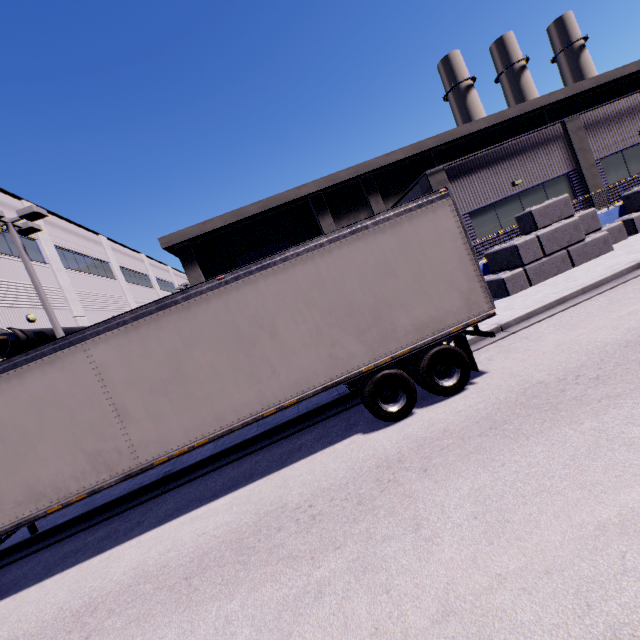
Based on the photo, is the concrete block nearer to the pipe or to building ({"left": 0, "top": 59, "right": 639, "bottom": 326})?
building ({"left": 0, "top": 59, "right": 639, "bottom": 326})

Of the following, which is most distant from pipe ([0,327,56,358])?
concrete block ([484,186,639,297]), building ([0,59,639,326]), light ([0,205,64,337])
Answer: concrete block ([484,186,639,297])

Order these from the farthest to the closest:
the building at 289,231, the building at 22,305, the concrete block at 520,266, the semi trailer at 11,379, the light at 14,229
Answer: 1. the building at 289,231
2. the building at 22,305
3. the concrete block at 520,266
4. the light at 14,229
5. the semi trailer at 11,379

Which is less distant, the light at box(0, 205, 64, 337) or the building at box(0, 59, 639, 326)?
the light at box(0, 205, 64, 337)

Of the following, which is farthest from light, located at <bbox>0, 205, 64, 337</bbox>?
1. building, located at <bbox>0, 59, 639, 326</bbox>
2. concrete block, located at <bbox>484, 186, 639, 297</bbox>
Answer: concrete block, located at <bbox>484, 186, 639, 297</bbox>

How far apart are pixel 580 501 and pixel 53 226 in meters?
28.2 m

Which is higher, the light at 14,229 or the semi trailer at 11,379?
the light at 14,229

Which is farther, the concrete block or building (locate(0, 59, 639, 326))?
building (locate(0, 59, 639, 326))
